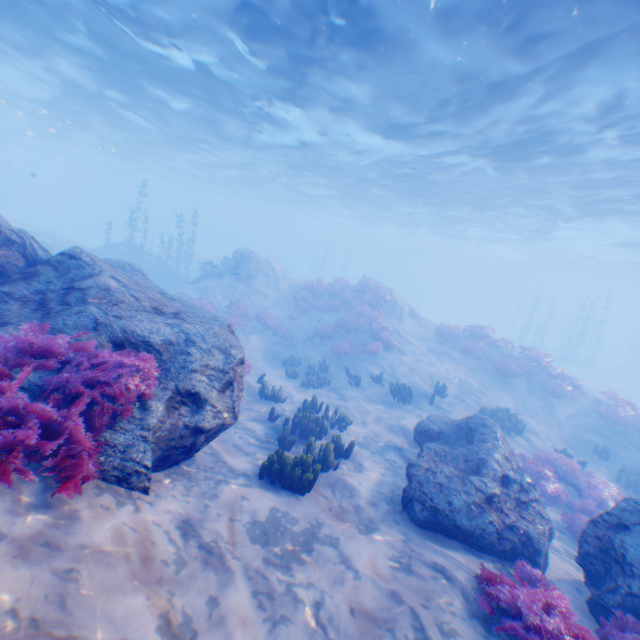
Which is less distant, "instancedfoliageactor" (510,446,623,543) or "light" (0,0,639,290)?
→ "instancedfoliageactor" (510,446,623,543)

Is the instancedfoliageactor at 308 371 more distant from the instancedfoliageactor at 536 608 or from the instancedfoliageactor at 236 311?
the instancedfoliageactor at 536 608

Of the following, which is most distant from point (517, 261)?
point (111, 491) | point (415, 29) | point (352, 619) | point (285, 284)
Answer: point (111, 491)

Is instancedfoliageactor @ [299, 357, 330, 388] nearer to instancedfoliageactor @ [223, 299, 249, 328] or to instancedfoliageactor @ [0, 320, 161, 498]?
instancedfoliageactor @ [223, 299, 249, 328]

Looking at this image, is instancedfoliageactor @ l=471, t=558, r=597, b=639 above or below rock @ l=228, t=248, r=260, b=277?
below

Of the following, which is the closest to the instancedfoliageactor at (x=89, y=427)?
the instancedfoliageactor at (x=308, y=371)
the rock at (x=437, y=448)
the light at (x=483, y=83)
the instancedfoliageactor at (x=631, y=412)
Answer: the rock at (x=437, y=448)

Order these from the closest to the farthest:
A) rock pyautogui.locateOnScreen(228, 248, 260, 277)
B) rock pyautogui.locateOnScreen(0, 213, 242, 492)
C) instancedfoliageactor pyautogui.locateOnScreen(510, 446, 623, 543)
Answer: rock pyautogui.locateOnScreen(0, 213, 242, 492) < instancedfoliageactor pyautogui.locateOnScreen(510, 446, 623, 543) < rock pyautogui.locateOnScreen(228, 248, 260, 277)

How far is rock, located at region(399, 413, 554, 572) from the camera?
5.73m
